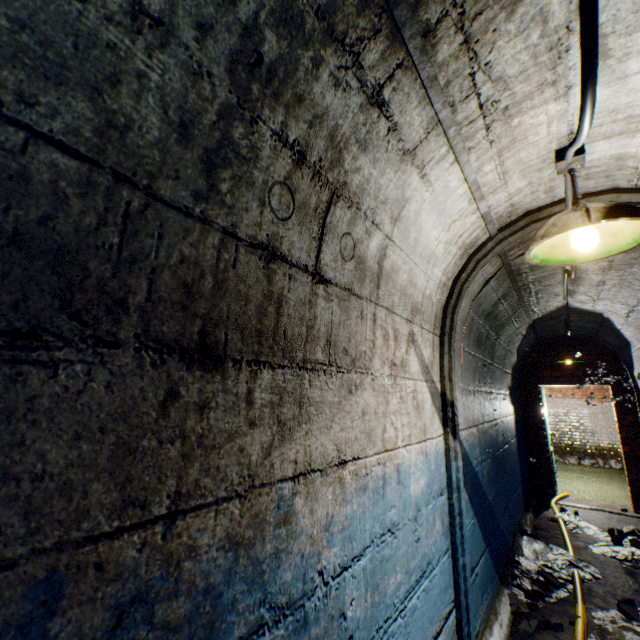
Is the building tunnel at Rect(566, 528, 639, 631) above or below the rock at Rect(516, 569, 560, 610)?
below

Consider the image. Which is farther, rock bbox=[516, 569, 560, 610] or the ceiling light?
rock bbox=[516, 569, 560, 610]

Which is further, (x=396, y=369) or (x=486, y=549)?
(x=486, y=549)

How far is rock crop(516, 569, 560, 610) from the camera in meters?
2.9 m

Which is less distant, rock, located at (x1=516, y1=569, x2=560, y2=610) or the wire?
the wire

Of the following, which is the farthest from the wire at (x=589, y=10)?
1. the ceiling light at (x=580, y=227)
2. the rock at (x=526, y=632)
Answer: the rock at (x=526, y=632)

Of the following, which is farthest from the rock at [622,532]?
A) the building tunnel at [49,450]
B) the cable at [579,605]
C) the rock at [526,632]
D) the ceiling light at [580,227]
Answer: the ceiling light at [580,227]

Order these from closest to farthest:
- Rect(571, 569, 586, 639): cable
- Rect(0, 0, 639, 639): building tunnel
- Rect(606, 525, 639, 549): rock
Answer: Rect(0, 0, 639, 639): building tunnel < Rect(571, 569, 586, 639): cable < Rect(606, 525, 639, 549): rock
